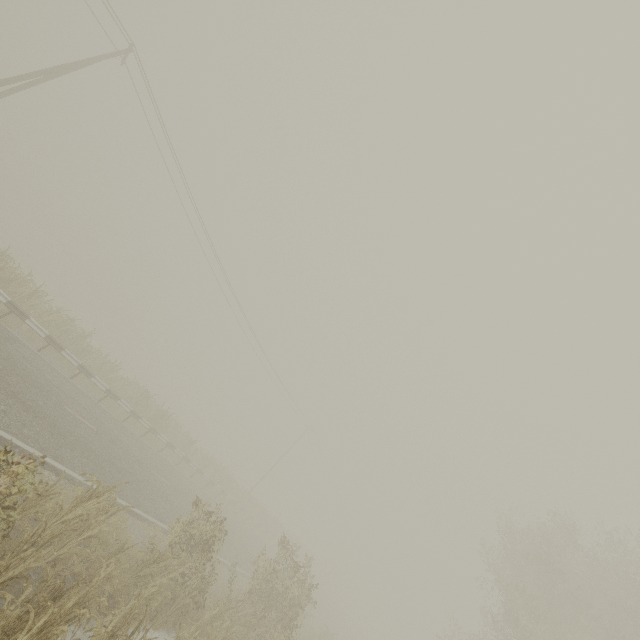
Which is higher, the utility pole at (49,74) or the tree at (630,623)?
the tree at (630,623)

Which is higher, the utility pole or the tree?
the tree

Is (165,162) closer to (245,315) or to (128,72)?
(128,72)
